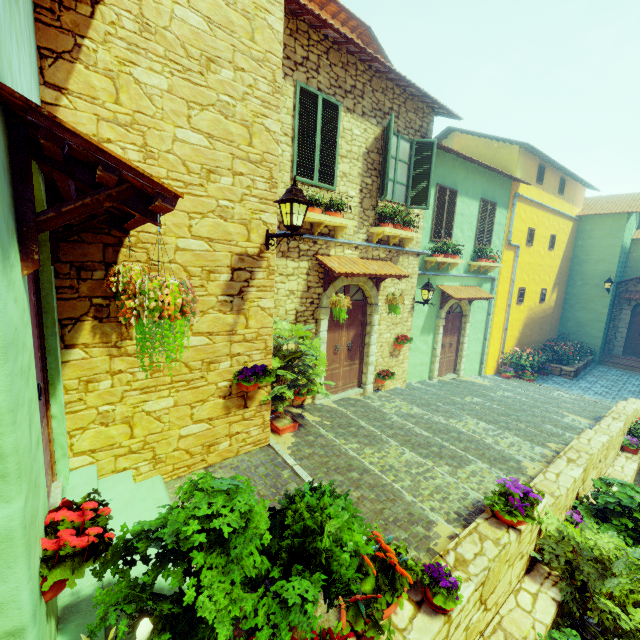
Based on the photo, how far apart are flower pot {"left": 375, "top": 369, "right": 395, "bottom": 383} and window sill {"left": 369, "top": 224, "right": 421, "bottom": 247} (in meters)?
3.36

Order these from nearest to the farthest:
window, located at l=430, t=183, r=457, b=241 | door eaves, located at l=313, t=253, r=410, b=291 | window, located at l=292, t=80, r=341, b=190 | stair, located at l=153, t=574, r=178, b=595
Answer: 1. stair, located at l=153, t=574, r=178, b=595
2. window, located at l=292, t=80, r=341, b=190
3. door eaves, located at l=313, t=253, r=410, b=291
4. window, located at l=430, t=183, r=457, b=241

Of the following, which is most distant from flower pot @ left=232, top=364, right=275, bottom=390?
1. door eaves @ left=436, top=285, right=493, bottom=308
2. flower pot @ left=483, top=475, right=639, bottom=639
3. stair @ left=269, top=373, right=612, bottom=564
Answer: door eaves @ left=436, top=285, right=493, bottom=308

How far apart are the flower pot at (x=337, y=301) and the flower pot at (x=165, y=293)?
4.29m

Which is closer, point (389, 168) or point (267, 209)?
point (267, 209)

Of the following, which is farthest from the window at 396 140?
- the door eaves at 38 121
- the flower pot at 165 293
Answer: the flower pot at 165 293

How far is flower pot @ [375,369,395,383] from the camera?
8.5m

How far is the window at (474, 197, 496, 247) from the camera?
11.2m
